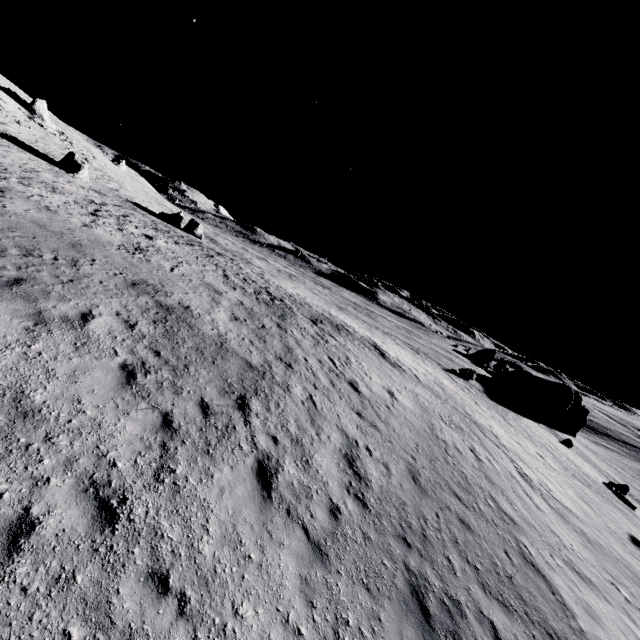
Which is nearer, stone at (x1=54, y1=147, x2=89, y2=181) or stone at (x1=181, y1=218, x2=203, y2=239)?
stone at (x1=54, y1=147, x2=89, y2=181)

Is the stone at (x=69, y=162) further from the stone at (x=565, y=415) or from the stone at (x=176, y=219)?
the stone at (x=565, y=415)

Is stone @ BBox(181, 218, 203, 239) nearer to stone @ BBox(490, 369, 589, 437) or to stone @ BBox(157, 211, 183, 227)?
stone @ BBox(157, 211, 183, 227)

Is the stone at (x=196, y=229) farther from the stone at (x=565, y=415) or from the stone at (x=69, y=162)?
the stone at (x=565, y=415)

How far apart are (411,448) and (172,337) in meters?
9.6 m

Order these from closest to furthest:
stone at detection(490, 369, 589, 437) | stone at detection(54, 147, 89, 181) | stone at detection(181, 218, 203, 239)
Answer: stone at detection(54, 147, 89, 181) < stone at detection(181, 218, 203, 239) < stone at detection(490, 369, 589, 437)

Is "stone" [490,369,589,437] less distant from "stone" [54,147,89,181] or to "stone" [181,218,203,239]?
"stone" [181,218,203,239]
